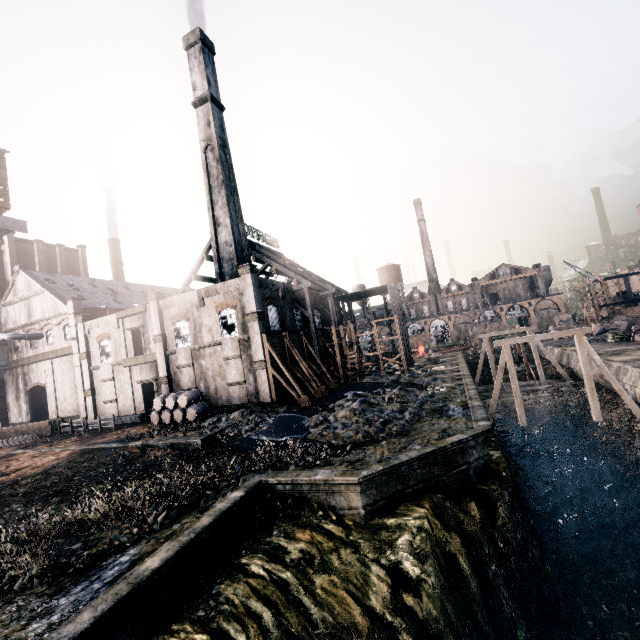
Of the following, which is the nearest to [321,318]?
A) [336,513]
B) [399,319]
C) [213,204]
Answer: [399,319]

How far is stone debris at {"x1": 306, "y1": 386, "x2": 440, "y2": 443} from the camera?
20.06m

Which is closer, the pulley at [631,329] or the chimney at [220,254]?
the chimney at [220,254]

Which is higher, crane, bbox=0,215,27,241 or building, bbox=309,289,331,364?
crane, bbox=0,215,27,241

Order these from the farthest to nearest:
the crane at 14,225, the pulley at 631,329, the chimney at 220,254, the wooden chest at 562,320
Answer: the wooden chest at 562,320 < the pulley at 631,329 < the chimney at 220,254 < the crane at 14,225

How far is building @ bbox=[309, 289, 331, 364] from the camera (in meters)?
43.44

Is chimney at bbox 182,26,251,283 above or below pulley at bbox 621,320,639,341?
above

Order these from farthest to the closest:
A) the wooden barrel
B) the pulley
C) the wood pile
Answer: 1. the pulley
2. the wood pile
3. the wooden barrel
